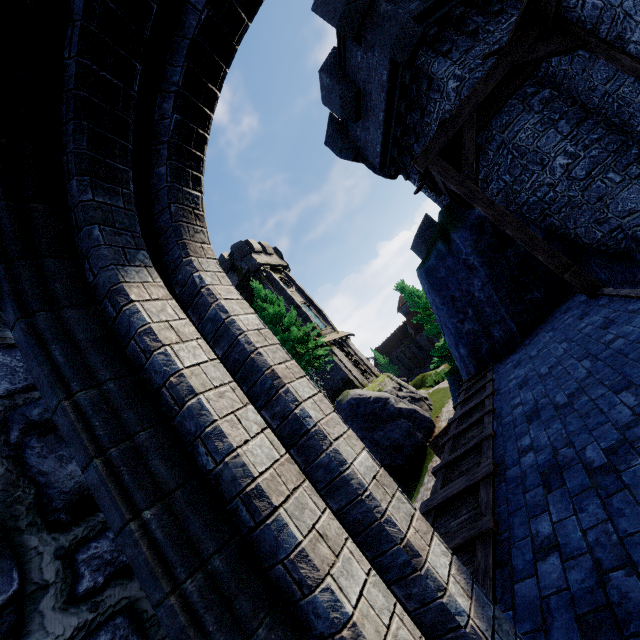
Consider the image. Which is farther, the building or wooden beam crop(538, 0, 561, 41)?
the building

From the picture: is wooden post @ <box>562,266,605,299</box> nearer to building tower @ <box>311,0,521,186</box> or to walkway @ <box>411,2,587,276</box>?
walkway @ <box>411,2,587,276</box>

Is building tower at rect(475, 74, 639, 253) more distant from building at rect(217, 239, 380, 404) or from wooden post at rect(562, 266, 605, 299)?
building at rect(217, 239, 380, 404)

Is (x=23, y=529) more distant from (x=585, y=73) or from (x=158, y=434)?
(x=585, y=73)

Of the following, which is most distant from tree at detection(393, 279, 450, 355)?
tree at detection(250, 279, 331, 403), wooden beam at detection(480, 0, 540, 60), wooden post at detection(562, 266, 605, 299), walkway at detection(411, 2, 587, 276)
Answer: wooden beam at detection(480, 0, 540, 60)

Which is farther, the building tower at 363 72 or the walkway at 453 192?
the building tower at 363 72

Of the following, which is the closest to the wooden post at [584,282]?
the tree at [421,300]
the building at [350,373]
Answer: the tree at [421,300]

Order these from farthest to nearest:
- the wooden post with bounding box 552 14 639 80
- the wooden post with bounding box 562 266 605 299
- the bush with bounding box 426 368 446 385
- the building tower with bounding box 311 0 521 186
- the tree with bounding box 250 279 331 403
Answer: the bush with bounding box 426 368 446 385 < the tree with bounding box 250 279 331 403 < the building tower with bounding box 311 0 521 186 < the wooden post with bounding box 562 266 605 299 < the wooden post with bounding box 552 14 639 80
